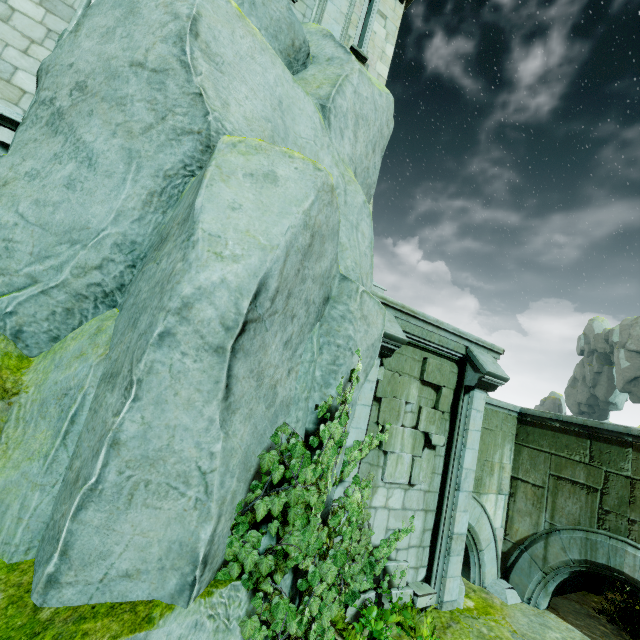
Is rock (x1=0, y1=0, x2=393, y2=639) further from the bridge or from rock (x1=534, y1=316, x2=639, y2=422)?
rock (x1=534, y1=316, x2=639, y2=422)

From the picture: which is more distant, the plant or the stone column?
the stone column

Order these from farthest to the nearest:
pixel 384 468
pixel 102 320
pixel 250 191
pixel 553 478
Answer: pixel 553 478, pixel 384 468, pixel 102 320, pixel 250 191

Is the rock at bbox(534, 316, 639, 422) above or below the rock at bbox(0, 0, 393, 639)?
above

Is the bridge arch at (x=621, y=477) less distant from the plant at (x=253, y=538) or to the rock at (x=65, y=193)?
the plant at (x=253, y=538)

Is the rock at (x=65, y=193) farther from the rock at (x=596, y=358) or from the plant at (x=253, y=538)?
the rock at (x=596, y=358)

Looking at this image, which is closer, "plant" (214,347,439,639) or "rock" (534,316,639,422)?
"plant" (214,347,439,639)

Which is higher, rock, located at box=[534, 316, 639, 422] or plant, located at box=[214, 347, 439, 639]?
rock, located at box=[534, 316, 639, 422]
